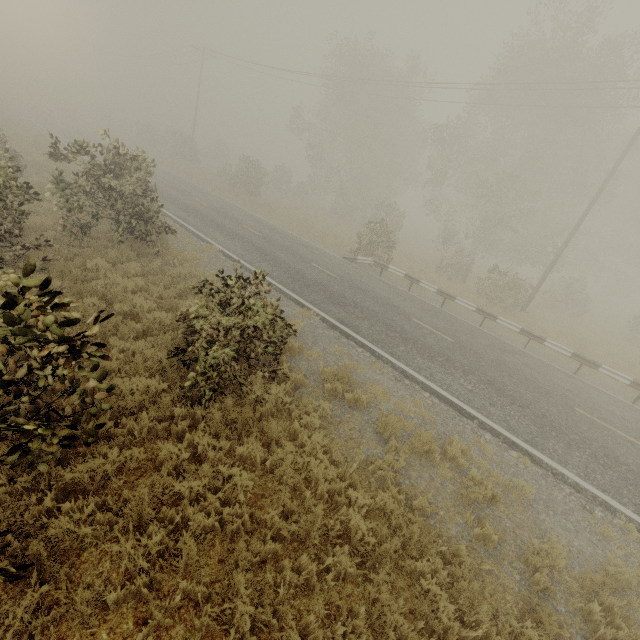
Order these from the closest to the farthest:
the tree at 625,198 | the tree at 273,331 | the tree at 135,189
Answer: the tree at 273,331 < the tree at 135,189 < the tree at 625,198

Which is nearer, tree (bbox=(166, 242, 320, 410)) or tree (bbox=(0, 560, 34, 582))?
tree (bbox=(0, 560, 34, 582))

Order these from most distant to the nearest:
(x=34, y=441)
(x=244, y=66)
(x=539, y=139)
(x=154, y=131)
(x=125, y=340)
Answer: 1. (x=154, y=131)
2. (x=244, y=66)
3. (x=539, y=139)
4. (x=125, y=340)
5. (x=34, y=441)

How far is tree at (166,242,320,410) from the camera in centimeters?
582cm

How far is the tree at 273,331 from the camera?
5.82m

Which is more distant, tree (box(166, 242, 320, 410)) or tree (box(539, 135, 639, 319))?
tree (box(539, 135, 639, 319))
